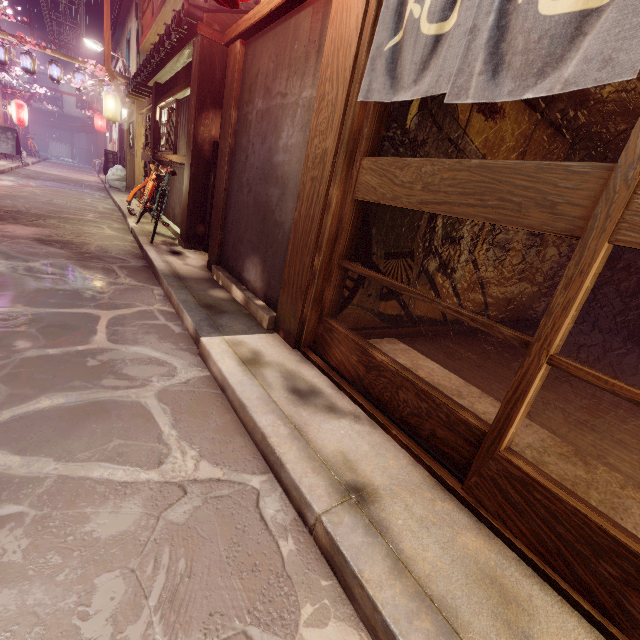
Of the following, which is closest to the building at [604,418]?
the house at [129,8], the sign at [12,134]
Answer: the house at [129,8]

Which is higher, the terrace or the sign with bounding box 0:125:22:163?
the terrace

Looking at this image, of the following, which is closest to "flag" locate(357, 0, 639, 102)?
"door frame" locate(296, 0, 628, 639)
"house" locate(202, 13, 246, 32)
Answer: Result: "door frame" locate(296, 0, 628, 639)

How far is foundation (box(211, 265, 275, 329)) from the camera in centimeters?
593cm

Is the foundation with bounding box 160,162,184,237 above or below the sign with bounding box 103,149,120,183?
below

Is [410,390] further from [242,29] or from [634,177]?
[242,29]

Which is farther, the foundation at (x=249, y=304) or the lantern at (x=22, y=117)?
the lantern at (x=22, y=117)

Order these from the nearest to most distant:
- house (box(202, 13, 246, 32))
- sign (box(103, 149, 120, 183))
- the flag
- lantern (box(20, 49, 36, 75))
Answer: the flag → house (box(202, 13, 246, 32)) → lantern (box(20, 49, 36, 75)) → sign (box(103, 149, 120, 183))
